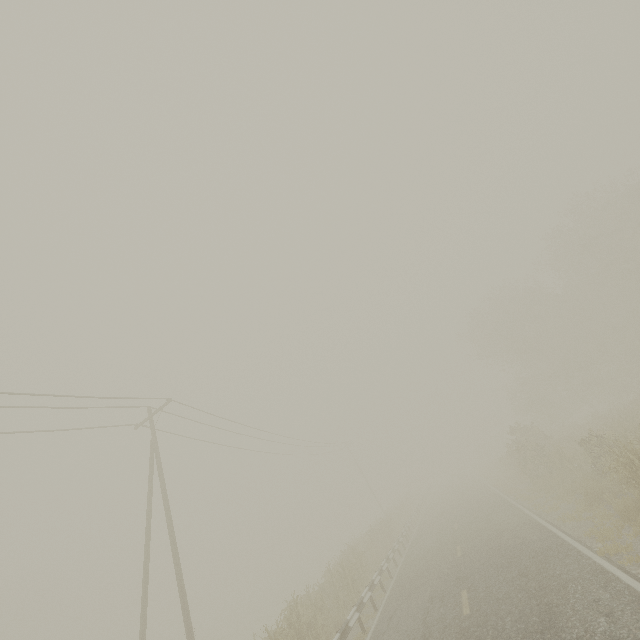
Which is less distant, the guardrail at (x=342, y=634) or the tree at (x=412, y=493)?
the guardrail at (x=342, y=634)

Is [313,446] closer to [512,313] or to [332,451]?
[332,451]

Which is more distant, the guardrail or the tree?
the tree
